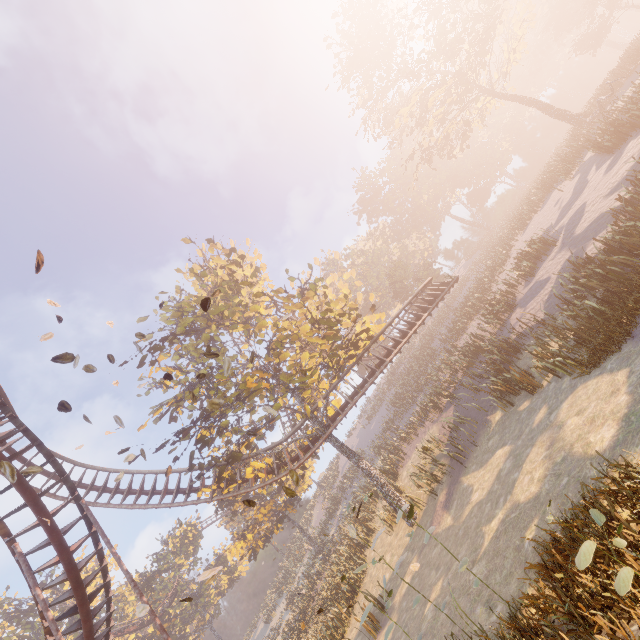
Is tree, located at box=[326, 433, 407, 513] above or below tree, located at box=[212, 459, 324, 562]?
below

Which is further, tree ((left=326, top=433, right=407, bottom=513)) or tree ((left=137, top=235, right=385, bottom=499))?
tree ((left=326, top=433, right=407, bottom=513))

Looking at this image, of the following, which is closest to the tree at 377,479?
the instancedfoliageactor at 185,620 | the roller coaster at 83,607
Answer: the roller coaster at 83,607

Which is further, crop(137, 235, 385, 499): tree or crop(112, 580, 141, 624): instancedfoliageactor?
crop(112, 580, 141, 624): instancedfoliageactor

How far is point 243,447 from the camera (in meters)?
36.19

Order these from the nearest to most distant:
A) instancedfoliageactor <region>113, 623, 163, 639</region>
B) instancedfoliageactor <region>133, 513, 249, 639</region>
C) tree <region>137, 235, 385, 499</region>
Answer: tree <region>137, 235, 385, 499</region>, instancedfoliageactor <region>113, 623, 163, 639</region>, instancedfoliageactor <region>133, 513, 249, 639</region>

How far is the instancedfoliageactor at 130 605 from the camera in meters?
45.4

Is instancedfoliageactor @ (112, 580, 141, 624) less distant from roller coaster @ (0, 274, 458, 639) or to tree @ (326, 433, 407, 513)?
roller coaster @ (0, 274, 458, 639)
